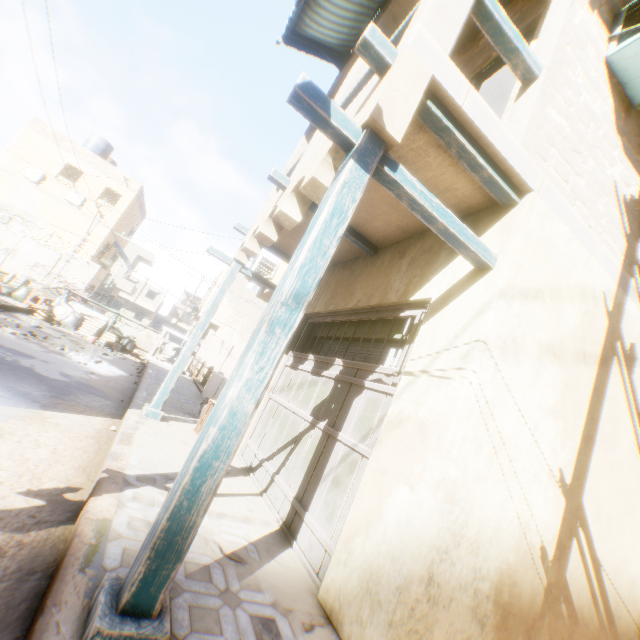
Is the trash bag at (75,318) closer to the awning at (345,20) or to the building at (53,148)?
the building at (53,148)

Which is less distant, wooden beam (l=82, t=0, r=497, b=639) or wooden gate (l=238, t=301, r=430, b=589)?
wooden beam (l=82, t=0, r=497, b=639)

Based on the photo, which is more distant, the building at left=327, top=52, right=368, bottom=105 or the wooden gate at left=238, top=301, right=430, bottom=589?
the building at left=327, top=52, right=368, bottom=105

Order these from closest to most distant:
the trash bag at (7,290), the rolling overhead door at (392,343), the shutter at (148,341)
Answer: the rolling overhead door at (392,343) < the trash bag at (7,290) < the shutter at (148,341)

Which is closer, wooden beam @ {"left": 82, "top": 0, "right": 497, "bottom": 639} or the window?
wooden beam @ {"left": 82, "top": 0, "right": 497, "bottom": 639}

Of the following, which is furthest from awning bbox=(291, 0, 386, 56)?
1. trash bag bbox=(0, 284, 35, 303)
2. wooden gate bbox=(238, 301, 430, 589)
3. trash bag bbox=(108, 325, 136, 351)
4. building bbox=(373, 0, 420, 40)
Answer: trash bag bbox=(0, 284, 35, 303)

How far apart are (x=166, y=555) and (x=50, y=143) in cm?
2874

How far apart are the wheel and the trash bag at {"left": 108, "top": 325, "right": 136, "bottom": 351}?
1.2 meters
